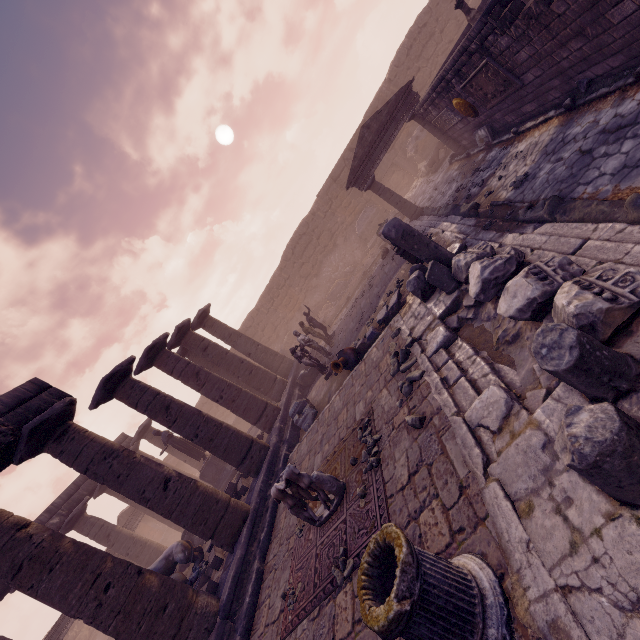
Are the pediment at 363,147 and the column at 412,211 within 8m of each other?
yes

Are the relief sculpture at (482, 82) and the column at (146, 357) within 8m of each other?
no

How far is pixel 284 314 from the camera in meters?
24.9 m

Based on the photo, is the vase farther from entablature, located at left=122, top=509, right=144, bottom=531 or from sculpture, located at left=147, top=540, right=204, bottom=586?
entablature, located at left=122, top=509, right=144, bottom=531

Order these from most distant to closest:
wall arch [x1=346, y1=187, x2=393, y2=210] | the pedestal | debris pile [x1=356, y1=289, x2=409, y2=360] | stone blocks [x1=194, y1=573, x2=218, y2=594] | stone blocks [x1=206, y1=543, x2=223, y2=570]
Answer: wall arch [x1=346, y1=187, x2=393, y2=210] < the pedestal < debris pile [x1=356, y1=289, x2=409, y2=360] < stone blocks [x1=206, y1=543, x2=223, y2=570] < stone blocks [x1=194, y1=573, x2=218, y2=594]

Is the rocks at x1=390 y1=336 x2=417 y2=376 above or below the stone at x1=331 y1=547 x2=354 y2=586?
below

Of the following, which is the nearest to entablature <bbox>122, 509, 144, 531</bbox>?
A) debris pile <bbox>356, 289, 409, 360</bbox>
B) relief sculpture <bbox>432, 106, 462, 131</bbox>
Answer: debris pile <bbox>356, 289, 409, 360</bbox>

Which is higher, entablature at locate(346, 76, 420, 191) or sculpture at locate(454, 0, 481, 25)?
entablature at locate(346, 76, 420, 191)
